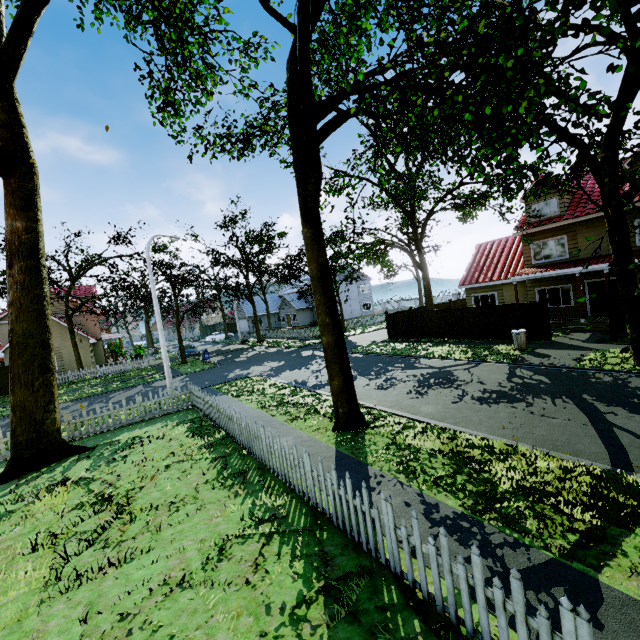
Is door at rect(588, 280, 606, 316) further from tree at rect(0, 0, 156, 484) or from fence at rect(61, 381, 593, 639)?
fence at rect(61, 381, 593, 639)

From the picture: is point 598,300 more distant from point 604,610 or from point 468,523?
point 604,610

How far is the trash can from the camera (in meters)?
15.37

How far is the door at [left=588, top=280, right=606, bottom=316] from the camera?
18.4m

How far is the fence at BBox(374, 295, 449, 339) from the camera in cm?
2183

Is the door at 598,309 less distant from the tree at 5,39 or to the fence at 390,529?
the tree at 5,39

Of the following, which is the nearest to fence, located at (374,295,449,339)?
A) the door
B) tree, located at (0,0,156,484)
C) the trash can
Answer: tree, located at (0,0,156,484)

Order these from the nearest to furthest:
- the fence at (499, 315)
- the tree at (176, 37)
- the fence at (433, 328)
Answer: the tree at (176, 37) < the fence at (499, 315) < the fence at (433, 328)
